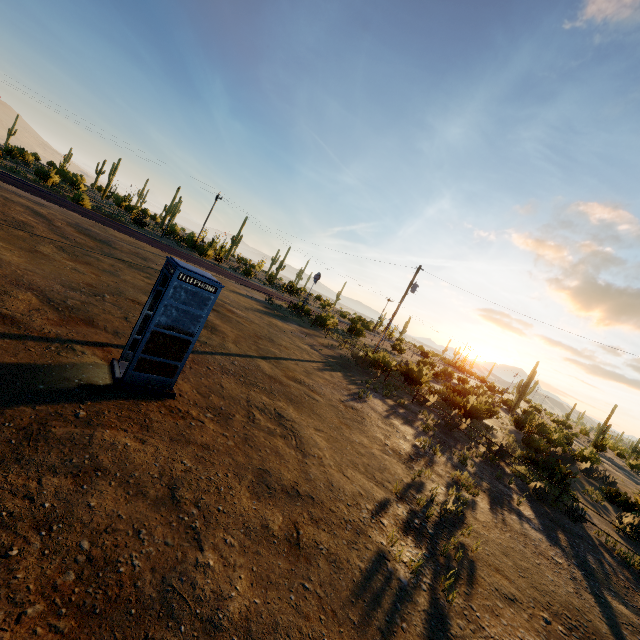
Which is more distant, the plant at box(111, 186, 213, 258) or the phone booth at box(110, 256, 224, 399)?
the plant at box(111, 186, 213, 258)

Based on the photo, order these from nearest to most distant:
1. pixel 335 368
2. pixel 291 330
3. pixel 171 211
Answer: pixel 335 368
pixel 291 330
pixel 171 211

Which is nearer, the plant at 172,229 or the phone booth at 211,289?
the phone booth at 211,289

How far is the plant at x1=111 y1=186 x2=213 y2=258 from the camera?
39.0 meters

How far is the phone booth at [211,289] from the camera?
6.26m

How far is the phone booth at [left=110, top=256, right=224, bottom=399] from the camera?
6.3 meters
